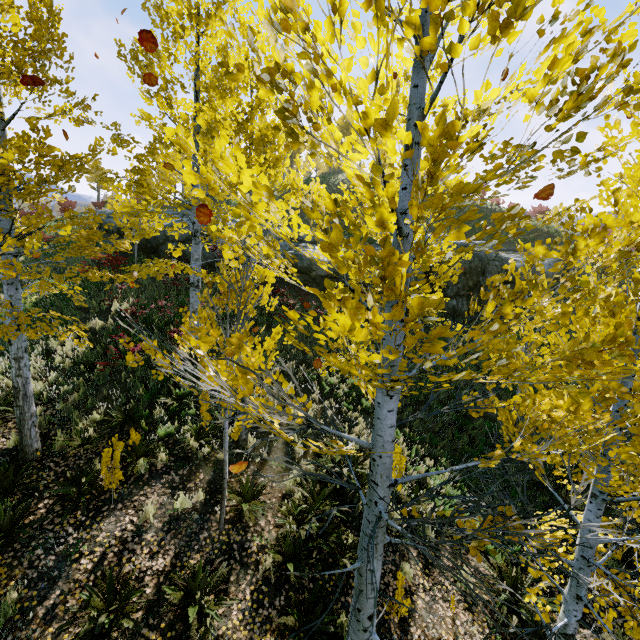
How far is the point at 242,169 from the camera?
37.7 meters

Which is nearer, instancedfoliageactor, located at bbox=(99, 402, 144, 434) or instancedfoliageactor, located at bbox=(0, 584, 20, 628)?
instancedfoliageactor, located at bbox=(0, 584, 20, 628)

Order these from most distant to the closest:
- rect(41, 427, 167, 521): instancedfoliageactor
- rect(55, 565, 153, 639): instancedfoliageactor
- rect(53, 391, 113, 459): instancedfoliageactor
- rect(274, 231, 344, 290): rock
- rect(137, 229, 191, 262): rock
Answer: rect(137, 229, 191, 262): rock < rect(274, 231, 344, 290): rock < rect(53, 391, 113, 459): instancedfoliageactor < rect(41, 427, 167, 521): instancedfoliageactor < rect(55, 565, 153, 639): instancedfoliageactor

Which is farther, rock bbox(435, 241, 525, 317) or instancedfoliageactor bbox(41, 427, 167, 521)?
rock bbox(435, 241, 525, 317)

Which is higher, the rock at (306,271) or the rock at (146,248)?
the rock at (146,248)

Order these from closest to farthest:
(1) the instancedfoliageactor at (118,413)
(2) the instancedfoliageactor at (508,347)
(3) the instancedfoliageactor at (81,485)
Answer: (2) the instancedfoliageactor at (508,347) < (3) the instancedfoliageactor at (81,485) < (1) the instancedfoliageactor at (118,413)

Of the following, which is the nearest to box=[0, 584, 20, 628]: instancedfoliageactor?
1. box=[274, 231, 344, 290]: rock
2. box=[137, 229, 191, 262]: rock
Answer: box=[274, 231, 344, 290]: rock
